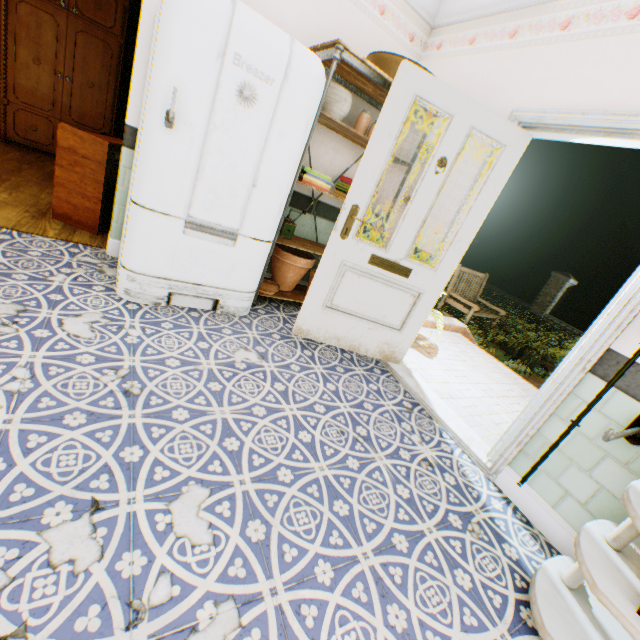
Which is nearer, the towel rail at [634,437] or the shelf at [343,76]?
the towel rail at [634,437]

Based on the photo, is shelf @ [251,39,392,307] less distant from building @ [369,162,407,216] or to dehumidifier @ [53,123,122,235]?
building @ [369,162,407,216]

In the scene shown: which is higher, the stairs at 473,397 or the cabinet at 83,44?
the cabinet at 83,44

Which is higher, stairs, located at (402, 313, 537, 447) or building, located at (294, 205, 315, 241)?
building, located at (294, 205, 315, 241)

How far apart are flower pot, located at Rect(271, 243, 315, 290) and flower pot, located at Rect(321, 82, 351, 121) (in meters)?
1.25

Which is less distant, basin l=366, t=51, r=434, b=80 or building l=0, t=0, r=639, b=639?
building l=0, t=0, r=639, b=639

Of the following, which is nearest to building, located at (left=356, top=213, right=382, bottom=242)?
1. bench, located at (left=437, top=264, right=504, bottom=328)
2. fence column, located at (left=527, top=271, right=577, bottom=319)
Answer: bench, located at (left=437, top=264, right=504, bottom=328)

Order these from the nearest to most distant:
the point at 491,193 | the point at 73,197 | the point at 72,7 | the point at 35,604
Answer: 1. the point at 35,604
2. the point at 491,193
3. the point at 73,197
4. the point at 72,7
